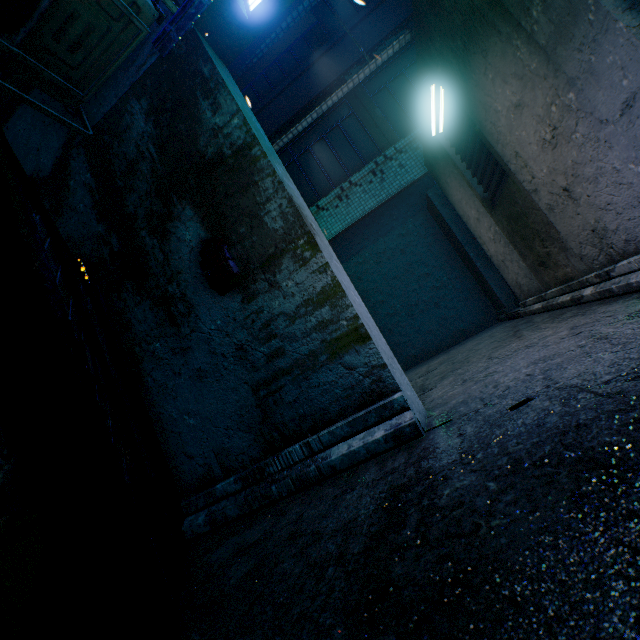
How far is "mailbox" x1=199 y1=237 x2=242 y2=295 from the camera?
1.91m

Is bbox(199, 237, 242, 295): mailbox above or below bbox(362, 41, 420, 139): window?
below

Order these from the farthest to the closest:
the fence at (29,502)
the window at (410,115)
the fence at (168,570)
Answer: the window at (410,115), the fence at (168,570), the fence at (29,502)

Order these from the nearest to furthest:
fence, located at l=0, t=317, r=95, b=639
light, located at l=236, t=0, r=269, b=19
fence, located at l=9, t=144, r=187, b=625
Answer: fence, located at l=0, t=317, r=95, b=639
fence, located at l=9, t=144, r=187, b=625
light, located at l=236, t=0, r=269, b=19

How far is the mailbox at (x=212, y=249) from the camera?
1.9 meters

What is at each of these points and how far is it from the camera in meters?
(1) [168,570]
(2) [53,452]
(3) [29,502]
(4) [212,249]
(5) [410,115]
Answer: (1) fence, 1.1 m
(2) fence post, 0.6 m
(3) fence, 0.6 m
(4) mailbox, 2.0 m
(5) window, 6.5 m

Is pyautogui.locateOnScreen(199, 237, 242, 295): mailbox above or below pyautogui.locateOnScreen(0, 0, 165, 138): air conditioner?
below

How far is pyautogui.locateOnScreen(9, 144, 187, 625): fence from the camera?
1.1m
